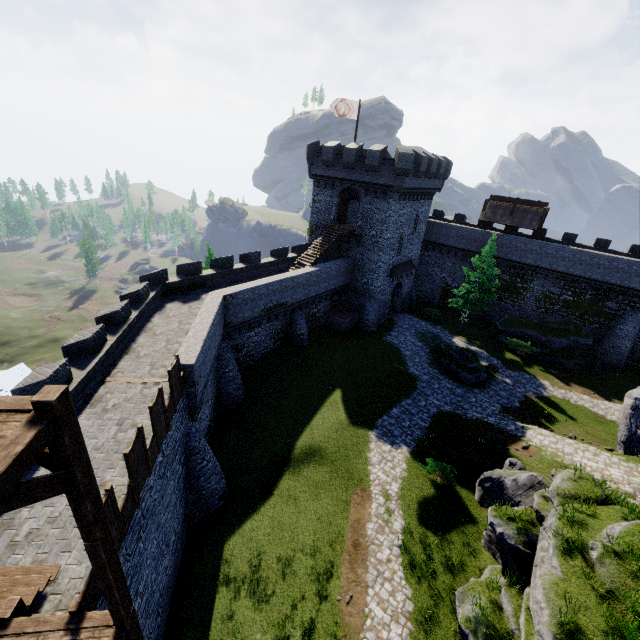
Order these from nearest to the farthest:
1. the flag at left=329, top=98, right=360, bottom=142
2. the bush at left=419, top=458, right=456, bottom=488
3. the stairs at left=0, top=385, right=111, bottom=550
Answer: the stairs at left=0, top=385, right=111, bottom=550, the bush at left=419, top=458, right=456, bottom=488, the flag at left=329, top=98, right=360, bottom=142

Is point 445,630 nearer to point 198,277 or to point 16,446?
point 16,446

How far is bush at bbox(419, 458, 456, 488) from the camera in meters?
17.4

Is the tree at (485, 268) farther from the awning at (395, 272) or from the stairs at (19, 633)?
the stairs at (19, 633)

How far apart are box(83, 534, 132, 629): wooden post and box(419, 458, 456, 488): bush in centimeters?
1462cm

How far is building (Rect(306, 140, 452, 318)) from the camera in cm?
2870

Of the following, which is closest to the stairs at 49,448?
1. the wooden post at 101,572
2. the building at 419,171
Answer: the wooden post at 101,572

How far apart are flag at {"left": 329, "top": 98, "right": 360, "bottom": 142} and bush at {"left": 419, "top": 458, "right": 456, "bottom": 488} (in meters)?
27.86
